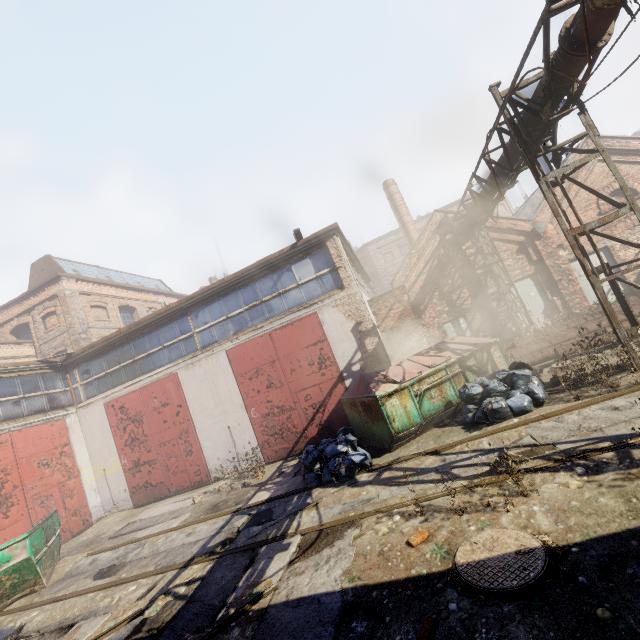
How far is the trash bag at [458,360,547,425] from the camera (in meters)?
6.69

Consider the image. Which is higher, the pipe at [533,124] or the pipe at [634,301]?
the pipe at [533,124]

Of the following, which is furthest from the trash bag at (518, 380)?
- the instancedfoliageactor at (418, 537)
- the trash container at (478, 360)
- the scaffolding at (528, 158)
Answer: the instancedfoliageactor at (418, 537)

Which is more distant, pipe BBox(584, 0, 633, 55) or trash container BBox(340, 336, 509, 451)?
trash container BBox(340, 336, 509, 451)

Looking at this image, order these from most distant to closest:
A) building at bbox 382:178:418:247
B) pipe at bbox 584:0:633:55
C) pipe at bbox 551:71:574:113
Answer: building at bbox 382:178:418:247 → pipe at bbox 551:71:574:113 → pipe at bbox 584:0:633:55

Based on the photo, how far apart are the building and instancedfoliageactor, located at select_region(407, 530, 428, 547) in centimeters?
1960cm

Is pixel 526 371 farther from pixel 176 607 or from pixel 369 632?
pixel 176 607

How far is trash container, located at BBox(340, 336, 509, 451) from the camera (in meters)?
7.71
